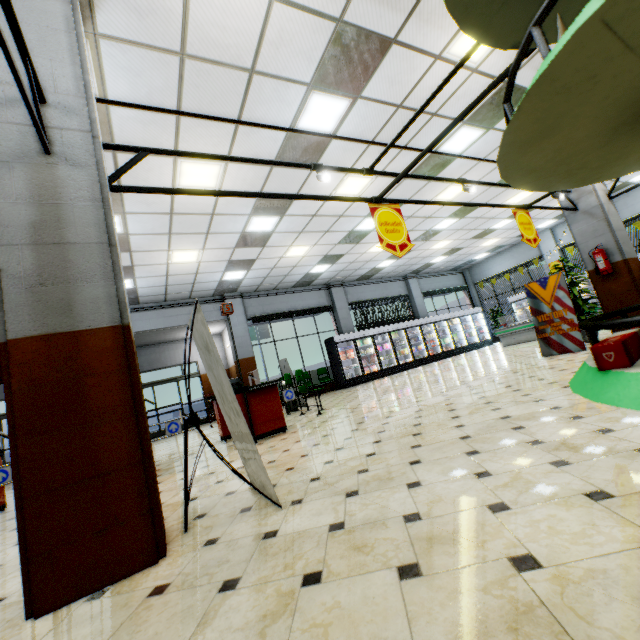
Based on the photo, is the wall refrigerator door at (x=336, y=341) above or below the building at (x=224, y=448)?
above

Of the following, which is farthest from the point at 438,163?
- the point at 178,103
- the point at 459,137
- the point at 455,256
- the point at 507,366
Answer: the point at 455,256

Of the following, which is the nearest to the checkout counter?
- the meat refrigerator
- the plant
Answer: the plant

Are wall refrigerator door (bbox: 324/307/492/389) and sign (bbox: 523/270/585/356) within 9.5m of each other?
yes

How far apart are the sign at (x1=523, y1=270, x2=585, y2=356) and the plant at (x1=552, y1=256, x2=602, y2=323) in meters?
0.7 m

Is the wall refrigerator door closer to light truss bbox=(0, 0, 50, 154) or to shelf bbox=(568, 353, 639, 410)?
light truss bbox=(0, 0, 50, 154)

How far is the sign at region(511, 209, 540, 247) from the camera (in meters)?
5.80

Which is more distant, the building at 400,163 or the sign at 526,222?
the building at 400,163
